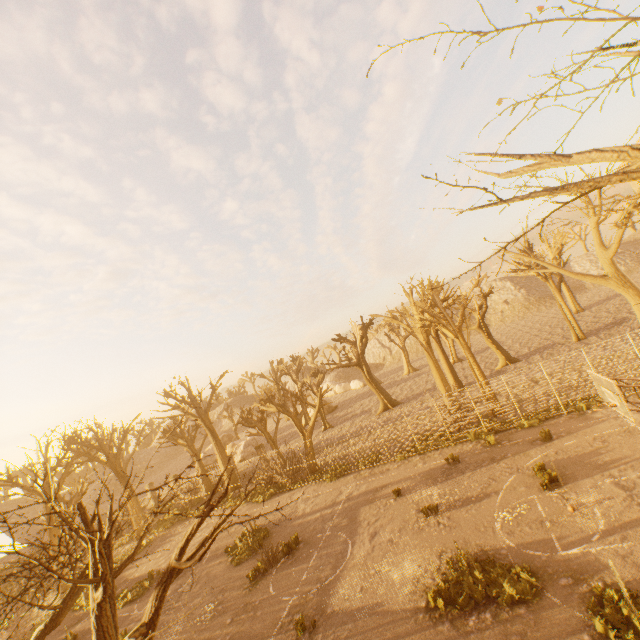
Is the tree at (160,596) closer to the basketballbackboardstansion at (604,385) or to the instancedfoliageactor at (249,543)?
the basketballbackboardstansion at (604,385)

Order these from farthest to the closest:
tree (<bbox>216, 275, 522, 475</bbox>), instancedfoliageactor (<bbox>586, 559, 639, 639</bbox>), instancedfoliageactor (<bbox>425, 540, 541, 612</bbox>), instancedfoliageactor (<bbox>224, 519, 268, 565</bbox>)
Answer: tree (<bbox>216, 275, 522, 475</bbox>) → instancedfoliageactor (<bbox>224, 519, 268, 565</bbox>) → instancedfoliageactor (<bbox>425, 540, 541, 612</bbox>) → instancedfoliageactor (<bbox>586, 559, 639, 639</bbox>)

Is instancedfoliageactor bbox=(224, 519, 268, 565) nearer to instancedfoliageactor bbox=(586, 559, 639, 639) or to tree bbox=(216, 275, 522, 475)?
tree bbox=(216, 275, 522, 475)

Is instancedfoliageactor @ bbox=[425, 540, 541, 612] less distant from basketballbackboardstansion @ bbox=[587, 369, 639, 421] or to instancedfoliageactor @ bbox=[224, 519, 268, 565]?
basketballbackboardstansion @ bbox=[587, 369, 639, 421]

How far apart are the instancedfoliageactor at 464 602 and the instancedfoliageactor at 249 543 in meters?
11.9

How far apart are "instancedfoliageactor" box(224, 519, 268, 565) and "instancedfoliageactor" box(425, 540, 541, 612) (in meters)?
11.89

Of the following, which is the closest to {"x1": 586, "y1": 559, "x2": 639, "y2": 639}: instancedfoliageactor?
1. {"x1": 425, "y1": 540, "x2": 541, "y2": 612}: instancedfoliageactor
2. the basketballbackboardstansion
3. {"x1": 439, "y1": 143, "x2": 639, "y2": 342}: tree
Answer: {"x1": 425, "y1": 540, "x2": 541, "y2": 612}: instancedfoliageactor

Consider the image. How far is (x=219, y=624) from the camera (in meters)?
12.38
